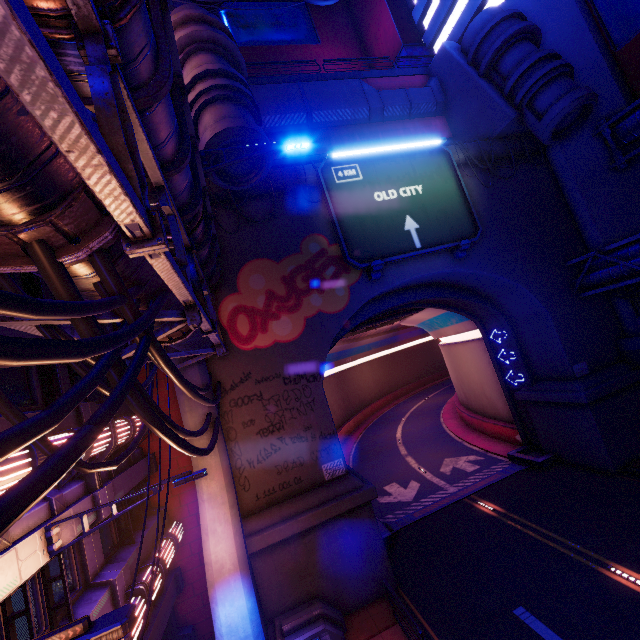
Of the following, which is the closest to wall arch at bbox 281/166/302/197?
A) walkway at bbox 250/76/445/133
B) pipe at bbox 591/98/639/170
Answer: pipe at bbox 591/98/639/170

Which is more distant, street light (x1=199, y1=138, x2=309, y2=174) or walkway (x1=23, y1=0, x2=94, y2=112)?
street light (x1=199, y1=138, x2=309, y2=174)

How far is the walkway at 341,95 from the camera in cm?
1814

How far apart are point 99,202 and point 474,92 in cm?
2311

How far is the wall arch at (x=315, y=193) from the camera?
15.50m

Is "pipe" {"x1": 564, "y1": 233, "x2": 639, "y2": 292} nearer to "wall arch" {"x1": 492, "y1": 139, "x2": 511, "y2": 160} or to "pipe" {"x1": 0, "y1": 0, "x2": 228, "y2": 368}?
"wall arch" {"x1": 492, "y1": 139, "x2": 511, "y2": 160}

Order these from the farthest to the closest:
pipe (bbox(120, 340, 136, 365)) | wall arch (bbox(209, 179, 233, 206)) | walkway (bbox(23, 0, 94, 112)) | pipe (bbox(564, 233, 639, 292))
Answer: pipe (bbox(564, 233, 639, 292)) < wall arch (bbox(209, 179, 233, 206)) < pipe (bbox(120, 340, 136, 365)) < walkway (bbox(23, 0, 94, 112))

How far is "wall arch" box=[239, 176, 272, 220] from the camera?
14.9m
